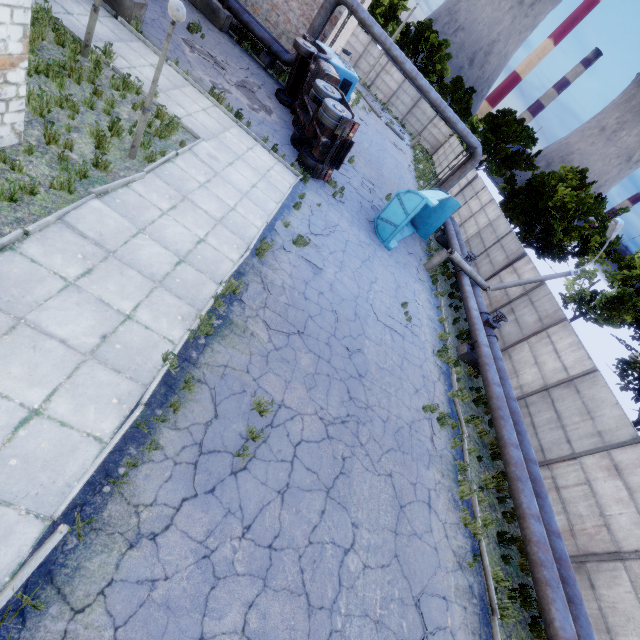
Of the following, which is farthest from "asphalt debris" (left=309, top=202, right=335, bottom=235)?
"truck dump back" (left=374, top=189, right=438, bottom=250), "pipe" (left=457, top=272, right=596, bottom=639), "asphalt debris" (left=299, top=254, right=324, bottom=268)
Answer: "pipe" (left=457, top=272, right=596, bottom=639)

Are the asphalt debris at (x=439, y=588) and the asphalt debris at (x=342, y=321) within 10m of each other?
yes

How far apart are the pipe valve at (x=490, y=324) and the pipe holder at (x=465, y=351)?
0.82m

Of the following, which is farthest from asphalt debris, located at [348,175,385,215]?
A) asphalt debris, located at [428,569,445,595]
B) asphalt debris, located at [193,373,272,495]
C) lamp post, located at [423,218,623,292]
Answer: asphalt debris, located at [428,569,445,595]

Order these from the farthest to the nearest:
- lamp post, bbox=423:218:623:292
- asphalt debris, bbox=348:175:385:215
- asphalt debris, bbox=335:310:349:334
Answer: asphalt debris, bbox=348:175:385:215 → lamp post, bbox=423:218:623:292 → asphalt debris, bbox=335:310:349:334

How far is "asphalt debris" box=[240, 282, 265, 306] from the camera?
7.8m

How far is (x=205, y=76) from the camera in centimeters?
1312cm

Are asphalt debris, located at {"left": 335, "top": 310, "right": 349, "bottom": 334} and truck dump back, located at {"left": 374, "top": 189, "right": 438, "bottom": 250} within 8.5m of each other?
yes
